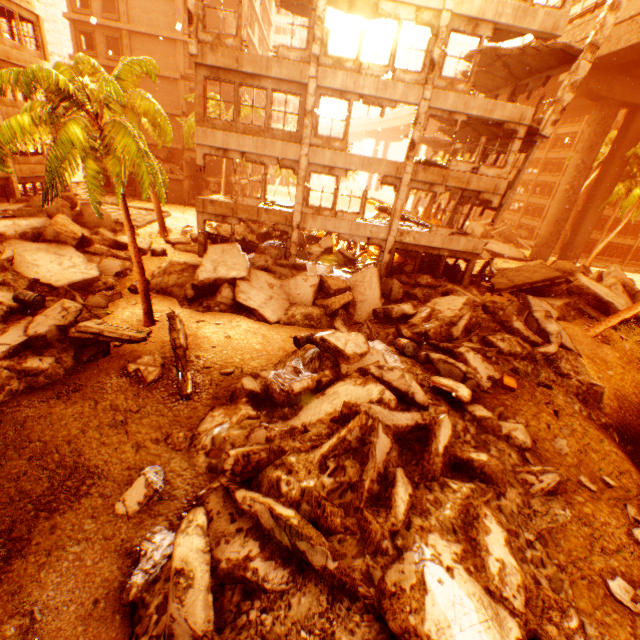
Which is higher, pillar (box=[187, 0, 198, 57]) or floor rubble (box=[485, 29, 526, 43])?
floor rubble (box=[485, 29, 526, 43])

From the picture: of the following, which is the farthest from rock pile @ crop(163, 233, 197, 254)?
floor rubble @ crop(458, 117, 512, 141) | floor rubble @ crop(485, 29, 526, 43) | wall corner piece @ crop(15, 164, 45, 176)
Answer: floor rubble @ crop(485, 29, 526, 43)

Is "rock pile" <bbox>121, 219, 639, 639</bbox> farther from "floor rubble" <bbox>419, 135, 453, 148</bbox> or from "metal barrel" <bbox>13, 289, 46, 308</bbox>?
"floor rubble" <bbox>419, 135, 453, 148</bbox>

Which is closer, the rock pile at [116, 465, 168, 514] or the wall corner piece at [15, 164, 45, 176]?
the rock pile at [116, 465, 168, 514]

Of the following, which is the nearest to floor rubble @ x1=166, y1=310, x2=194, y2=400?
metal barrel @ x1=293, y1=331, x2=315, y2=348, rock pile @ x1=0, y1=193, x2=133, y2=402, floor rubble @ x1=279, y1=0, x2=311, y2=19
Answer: rock pile @ x1=0, y1=193, x2=133, y2=402

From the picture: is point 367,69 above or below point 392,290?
above

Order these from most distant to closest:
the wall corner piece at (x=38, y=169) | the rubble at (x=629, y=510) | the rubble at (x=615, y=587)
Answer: the wall corner piece at (x=38, y=169) → the rubble at (x=629, y=510) → the rubble at (x=615, y=587)

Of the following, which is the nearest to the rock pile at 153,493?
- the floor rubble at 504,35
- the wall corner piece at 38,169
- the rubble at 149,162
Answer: the rubble at 149,162
